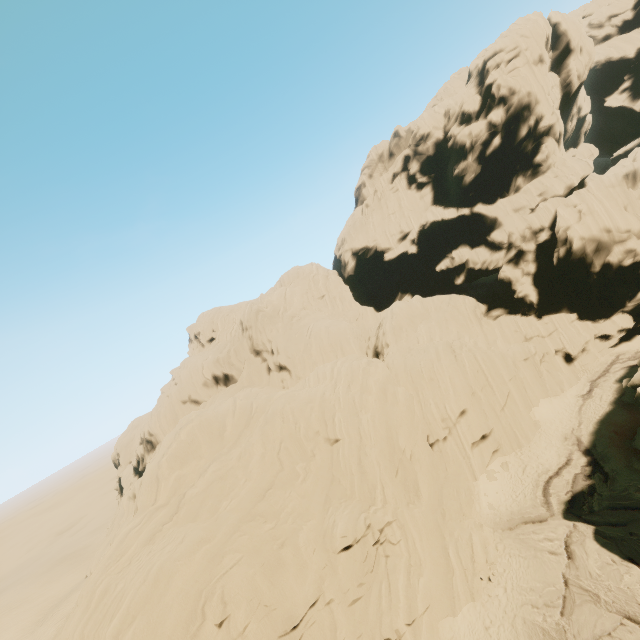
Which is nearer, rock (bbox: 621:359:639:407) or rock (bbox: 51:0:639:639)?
rock (bbox: 51:0:639:639)

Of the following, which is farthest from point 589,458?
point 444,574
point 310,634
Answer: point 310,634

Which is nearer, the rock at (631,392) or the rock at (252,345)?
the rock at (252,345)
